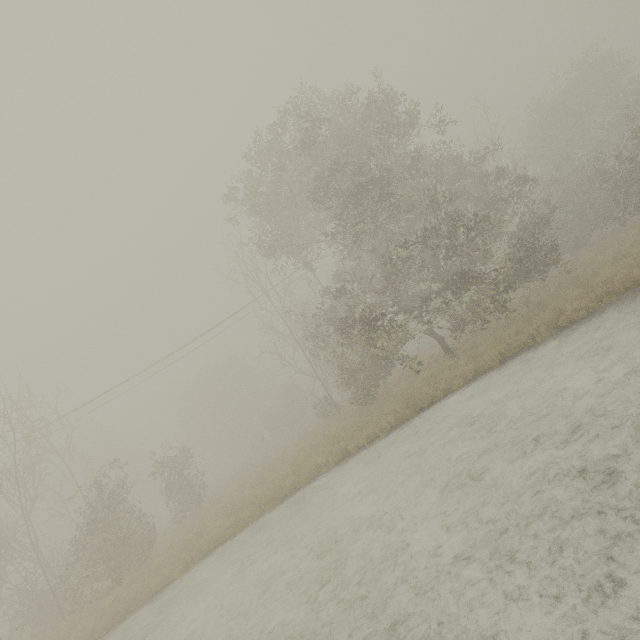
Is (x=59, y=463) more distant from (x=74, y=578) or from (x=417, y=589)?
(x=417, y=589)
